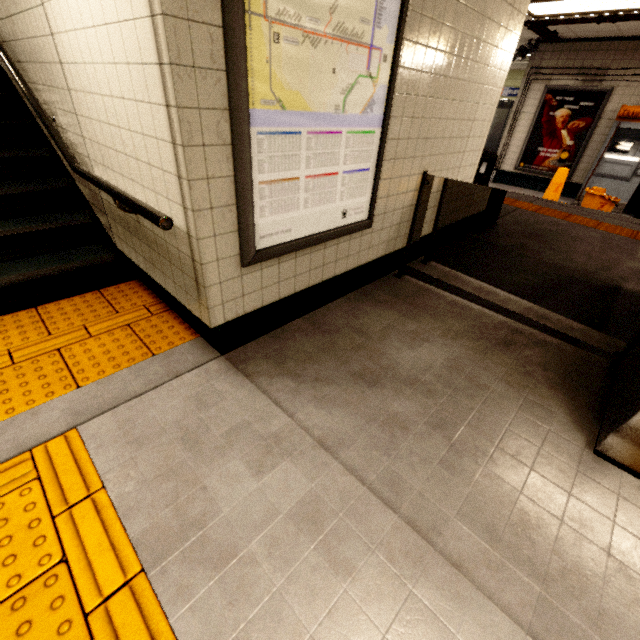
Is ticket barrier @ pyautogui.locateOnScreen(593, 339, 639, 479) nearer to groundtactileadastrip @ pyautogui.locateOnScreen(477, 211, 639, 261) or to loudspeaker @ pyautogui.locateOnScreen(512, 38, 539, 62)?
groundtactileadastrip @ pyautogui.locateOnScreen(477, 211, 639, 261)

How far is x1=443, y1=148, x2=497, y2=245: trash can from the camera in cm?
401

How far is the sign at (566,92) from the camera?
6.97m

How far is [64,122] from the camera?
2.6m

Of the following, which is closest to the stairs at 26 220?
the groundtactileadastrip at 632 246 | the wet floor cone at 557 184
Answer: the groundtactileadastrip at 632 246

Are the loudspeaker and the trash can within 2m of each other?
no

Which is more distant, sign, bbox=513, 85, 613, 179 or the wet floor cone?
sign, bbox=513, 85, 613, 179

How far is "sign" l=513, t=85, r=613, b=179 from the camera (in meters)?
6.97
